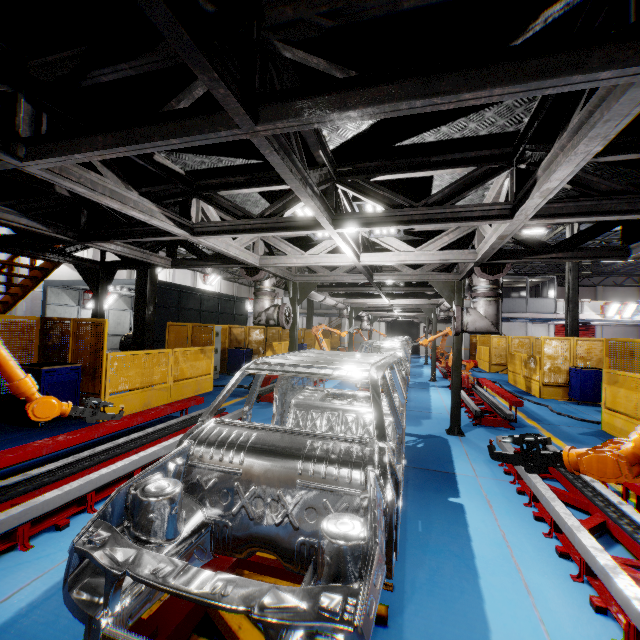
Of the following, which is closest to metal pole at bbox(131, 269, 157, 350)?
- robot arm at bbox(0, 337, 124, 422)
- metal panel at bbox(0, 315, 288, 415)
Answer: metal panel at bbox(0, 315, 288, 415)

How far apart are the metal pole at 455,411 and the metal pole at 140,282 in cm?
777

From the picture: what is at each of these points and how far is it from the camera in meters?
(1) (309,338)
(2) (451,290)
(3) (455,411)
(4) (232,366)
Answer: (1) metal panel, 22.6
(2) metal pole, 7.2
(3) metal pole, 7.0
(4) toolbox, 14.2

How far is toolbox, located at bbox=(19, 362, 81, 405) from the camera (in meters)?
6.44

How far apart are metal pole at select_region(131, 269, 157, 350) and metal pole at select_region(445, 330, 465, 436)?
7.77m

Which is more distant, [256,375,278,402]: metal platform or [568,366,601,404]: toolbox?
[568,366,601,404]: toolbox

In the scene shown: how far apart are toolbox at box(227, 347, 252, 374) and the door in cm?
3576

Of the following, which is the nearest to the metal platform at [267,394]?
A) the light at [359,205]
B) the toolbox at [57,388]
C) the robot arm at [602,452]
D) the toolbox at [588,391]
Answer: the toolbox at [57,388]
